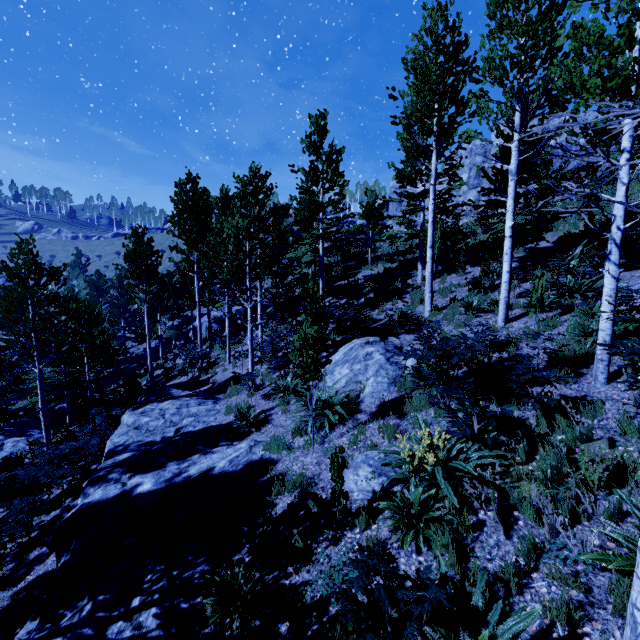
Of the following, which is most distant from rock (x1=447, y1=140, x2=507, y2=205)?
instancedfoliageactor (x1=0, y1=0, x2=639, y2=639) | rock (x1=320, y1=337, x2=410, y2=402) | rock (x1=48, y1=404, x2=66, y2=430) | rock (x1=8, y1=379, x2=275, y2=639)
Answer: rock (x1=48, y1=404, x2=66, y2=430)

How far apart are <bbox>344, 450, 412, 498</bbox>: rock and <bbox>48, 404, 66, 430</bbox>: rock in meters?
23.3

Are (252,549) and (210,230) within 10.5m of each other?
no

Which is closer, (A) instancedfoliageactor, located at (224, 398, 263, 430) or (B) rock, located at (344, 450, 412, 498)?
(B) rock, located at (344, 450, 412, 498)

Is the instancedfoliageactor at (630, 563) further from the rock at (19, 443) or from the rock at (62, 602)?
the rock at (19, 443)

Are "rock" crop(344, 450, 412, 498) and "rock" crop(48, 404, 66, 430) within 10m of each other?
no

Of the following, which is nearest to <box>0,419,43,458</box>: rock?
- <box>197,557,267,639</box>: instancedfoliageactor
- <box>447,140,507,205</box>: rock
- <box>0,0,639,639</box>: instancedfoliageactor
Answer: <box>0,0,639,639</box>: instancedfoliageactor

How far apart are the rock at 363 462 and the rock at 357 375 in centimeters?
216cm
